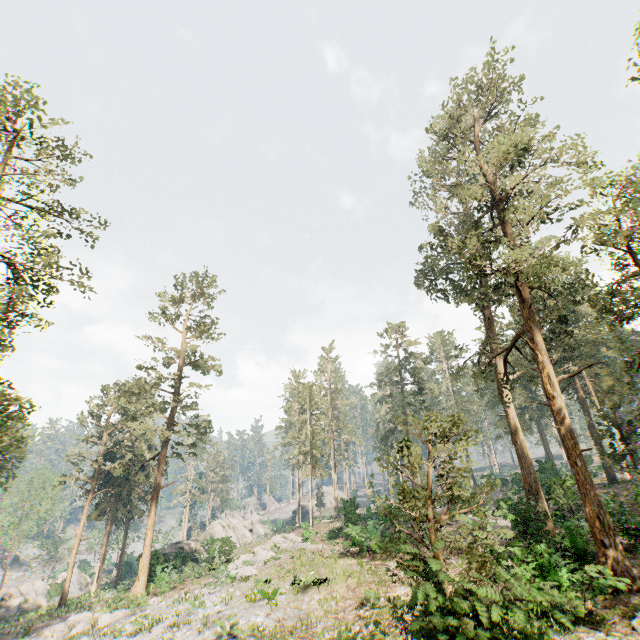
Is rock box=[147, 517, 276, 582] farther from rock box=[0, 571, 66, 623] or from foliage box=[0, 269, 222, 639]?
rock box=[0, 571, 66, 623]

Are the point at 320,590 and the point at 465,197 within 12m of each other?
no

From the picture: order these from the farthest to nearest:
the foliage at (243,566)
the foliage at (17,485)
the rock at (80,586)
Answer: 1. the rock at (80,586)
2. the foliage at (243,566)
3. the foliage at (17,485)

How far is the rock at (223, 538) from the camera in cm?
3222

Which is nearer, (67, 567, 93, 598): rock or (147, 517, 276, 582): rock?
(147, 517, 276, 582): rock

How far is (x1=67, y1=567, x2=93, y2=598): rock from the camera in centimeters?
4694cm

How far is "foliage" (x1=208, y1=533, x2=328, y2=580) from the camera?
24.7m

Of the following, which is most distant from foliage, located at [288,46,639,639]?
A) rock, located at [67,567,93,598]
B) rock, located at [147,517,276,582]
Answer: rock, located at [147,517,276,582]
